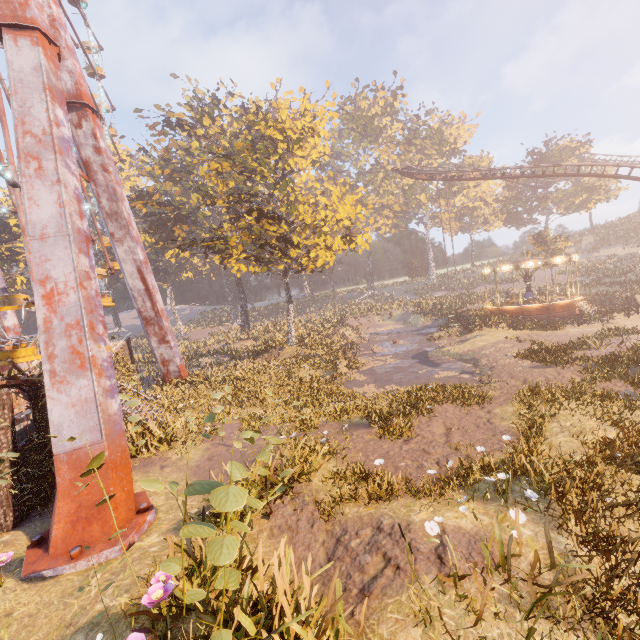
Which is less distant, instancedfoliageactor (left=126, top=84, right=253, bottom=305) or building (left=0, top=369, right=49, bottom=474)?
building (left=0, top=369, right=49, bottom=474)

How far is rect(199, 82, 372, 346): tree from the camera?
20.8 meters

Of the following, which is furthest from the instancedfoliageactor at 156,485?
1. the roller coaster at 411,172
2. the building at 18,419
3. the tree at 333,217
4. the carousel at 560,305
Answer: the roller coaster at 411,172

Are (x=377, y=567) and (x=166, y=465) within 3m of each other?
no

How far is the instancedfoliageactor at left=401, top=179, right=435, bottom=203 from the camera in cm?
5681

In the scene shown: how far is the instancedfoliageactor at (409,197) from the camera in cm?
5681

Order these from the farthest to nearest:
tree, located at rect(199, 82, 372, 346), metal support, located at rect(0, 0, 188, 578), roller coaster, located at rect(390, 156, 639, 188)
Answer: roller coaster, located at rect(390, 156, 639, 188), tree, located at rect(199, 82, 372, 346), metal support, located at rect(0, 0, 188, 578)

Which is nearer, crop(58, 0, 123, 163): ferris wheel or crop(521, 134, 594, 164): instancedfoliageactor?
crop(58, 0, 123, 163): ferris wheel
